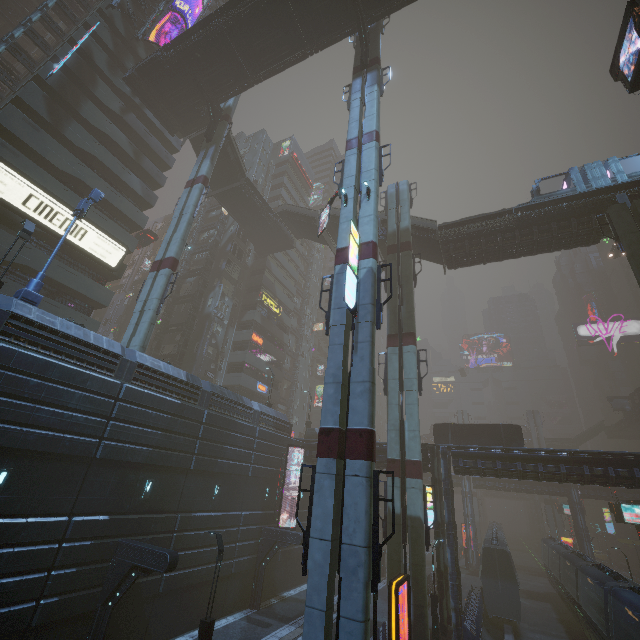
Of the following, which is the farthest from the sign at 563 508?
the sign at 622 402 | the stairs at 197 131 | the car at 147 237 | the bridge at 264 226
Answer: the stairs at 197 131

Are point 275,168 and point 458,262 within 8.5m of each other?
no

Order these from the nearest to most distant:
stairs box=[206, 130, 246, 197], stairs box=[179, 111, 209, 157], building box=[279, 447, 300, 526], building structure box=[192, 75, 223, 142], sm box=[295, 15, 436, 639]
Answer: sm box=[295, 15, 436, 639] → building box=[279, 447, 300, 526] → building structure box=[192, 75, 223, 142] → stairs box=[179, 111, 209, 157] → stairs box=[206, 130, 246, 197]

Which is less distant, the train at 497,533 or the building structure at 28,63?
the train at 497,533

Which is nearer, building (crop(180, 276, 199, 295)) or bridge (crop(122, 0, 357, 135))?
bridge (crop(122, 0, 357, 135))

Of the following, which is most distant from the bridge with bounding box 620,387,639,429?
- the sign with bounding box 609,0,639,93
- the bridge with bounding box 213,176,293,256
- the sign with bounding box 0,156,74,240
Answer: the bridge with bounding box 213,176,293,256

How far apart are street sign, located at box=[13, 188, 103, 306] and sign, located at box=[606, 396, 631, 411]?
76.3 meters

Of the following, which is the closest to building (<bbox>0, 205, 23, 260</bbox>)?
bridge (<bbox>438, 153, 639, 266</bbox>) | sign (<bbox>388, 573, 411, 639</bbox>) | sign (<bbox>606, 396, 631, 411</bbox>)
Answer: bridge (<bbox>438, 153, 639, 266</bbox>)
